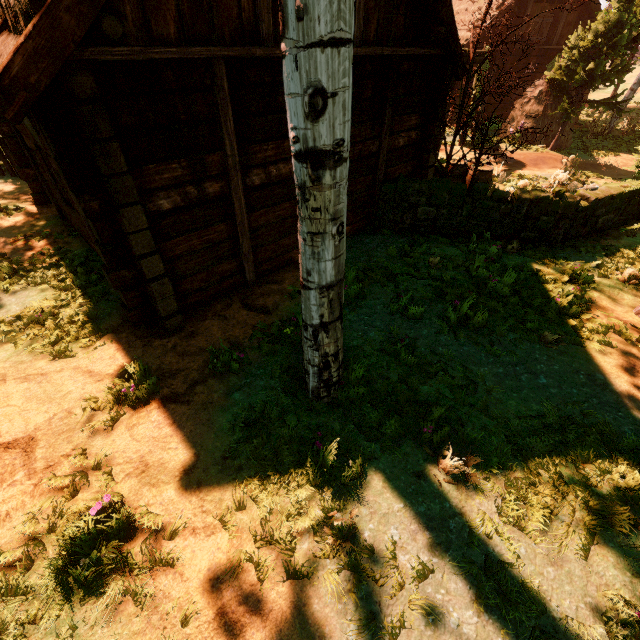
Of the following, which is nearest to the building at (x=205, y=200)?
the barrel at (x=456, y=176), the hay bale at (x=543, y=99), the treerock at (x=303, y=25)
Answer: the treerock at (x=303, y=25)

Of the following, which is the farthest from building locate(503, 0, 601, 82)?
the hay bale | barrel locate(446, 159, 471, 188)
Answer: the hay bale

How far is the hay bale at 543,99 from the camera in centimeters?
1532cm

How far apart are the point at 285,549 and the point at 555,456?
3.3 meters

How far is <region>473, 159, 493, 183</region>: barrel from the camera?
9.44m

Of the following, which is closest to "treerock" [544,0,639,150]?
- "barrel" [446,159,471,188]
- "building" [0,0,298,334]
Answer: "building" [0,0,298,334]

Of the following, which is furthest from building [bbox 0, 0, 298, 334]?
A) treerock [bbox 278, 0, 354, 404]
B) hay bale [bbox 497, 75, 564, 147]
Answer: hay bale [bbox 497, 75, 564, 147]
